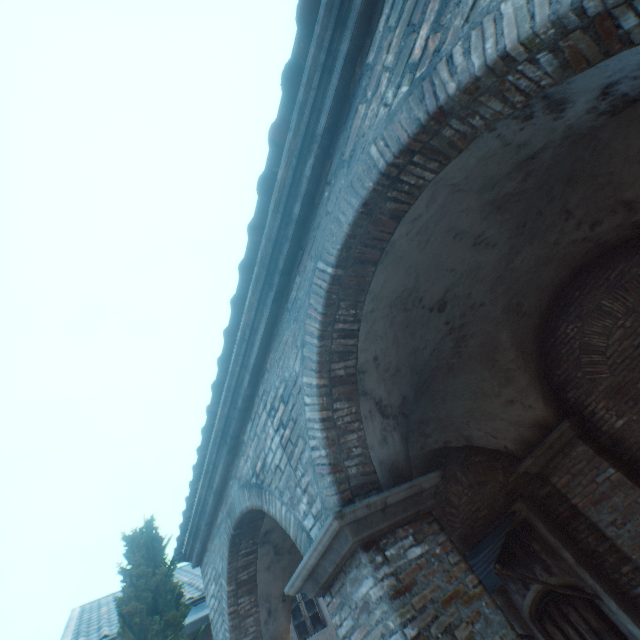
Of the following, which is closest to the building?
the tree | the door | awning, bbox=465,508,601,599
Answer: the tree

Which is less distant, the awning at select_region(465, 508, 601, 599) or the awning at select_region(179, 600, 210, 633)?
the awning at select_region(465, 508, 601, 599)

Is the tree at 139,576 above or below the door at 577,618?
above

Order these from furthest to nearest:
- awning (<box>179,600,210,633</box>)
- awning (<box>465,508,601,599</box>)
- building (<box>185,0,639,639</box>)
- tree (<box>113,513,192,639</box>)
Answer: awning (<box>179,600,210,633</box>)
awning (<box>465,508,601,599</box>)
tree (<box>113,513,192,639</box>)
building (<box>185,0,639,639</box>)

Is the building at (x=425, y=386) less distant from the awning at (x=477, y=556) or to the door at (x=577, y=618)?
the awning at (x=477, y=556)

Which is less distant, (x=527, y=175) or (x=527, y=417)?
(x=527, y=175)

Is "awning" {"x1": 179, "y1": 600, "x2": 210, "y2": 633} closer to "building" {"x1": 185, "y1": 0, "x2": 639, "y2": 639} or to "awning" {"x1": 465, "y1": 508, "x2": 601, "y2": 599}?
"building" {"x1": 185, "y1": 0, "x2": 639, "y2": 639}

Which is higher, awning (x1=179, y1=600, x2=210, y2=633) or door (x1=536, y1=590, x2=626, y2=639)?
awning (x1=179, y1=600, x2=210, y2=633)
